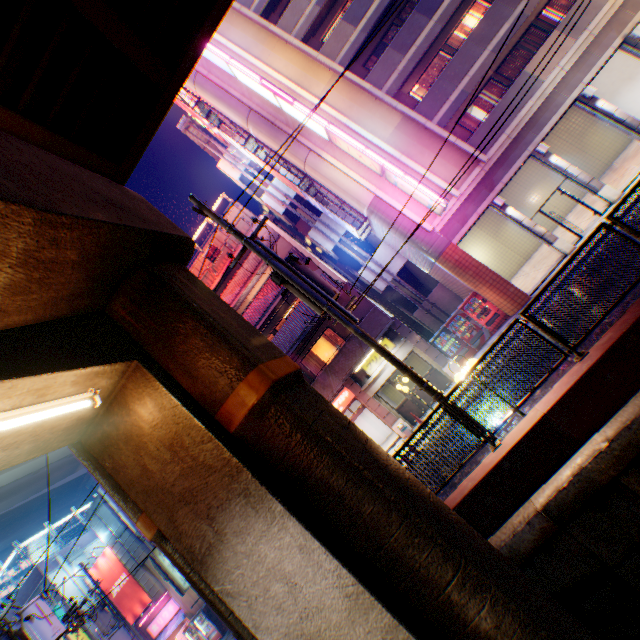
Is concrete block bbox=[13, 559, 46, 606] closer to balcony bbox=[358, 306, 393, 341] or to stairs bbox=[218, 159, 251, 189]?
balcony bbox=[358, 306, 393, 341]

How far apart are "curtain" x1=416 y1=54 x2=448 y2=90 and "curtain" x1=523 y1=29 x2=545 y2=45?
3.36m

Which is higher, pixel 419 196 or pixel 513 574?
pixel 419 196

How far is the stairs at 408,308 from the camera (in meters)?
20.77

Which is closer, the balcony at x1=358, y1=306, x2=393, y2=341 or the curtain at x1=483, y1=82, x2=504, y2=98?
the balcony at x1=358, y1=306, x2=393, y2=341

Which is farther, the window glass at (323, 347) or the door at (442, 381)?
the window glass at (323, 347)

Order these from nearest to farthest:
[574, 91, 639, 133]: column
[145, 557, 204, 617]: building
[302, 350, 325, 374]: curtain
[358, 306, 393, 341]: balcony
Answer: [574, 91, 639, 133]: column < [358, 306, 393, 341]: balcony < [302, 350, 325, 374]: curtain < [145, 557, 204, 617]: building

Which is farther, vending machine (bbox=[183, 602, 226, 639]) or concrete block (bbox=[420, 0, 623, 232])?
vending machine (bbox=[183, 602, 226, 639])
